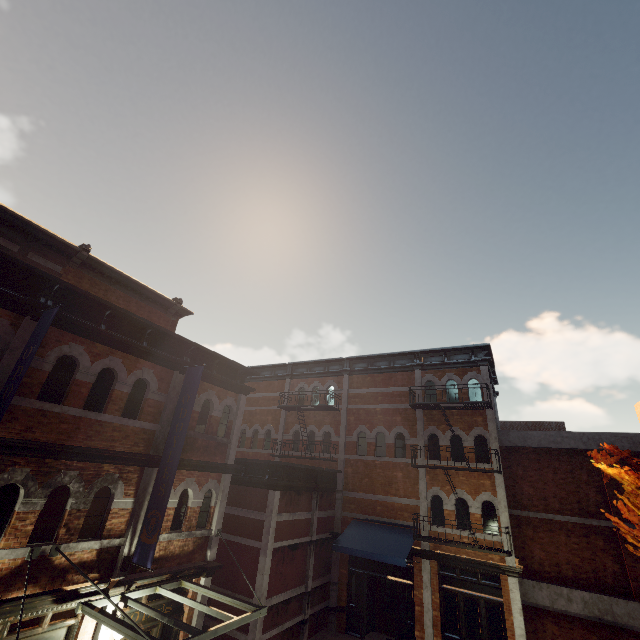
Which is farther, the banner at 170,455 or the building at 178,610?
→ the building at 178,610

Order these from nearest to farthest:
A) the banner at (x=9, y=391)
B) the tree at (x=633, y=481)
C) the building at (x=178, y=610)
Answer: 1. the banner at (x=9, y=391)
2. the tree at (x=633, y=481)
3. the building at (x=178, y=610)

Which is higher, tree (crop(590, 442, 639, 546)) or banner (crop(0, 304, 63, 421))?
banner (crop(0, 304, 63, 421))

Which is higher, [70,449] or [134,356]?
[134,356]

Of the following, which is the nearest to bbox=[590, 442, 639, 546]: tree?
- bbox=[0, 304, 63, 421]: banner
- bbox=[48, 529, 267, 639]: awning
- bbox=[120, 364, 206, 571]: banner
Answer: bbox=[48, 529, 267, 639]: awning

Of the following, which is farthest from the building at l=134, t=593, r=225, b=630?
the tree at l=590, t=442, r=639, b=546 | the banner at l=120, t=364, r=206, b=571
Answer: the tree at l=590, t=442, r=639, b=546

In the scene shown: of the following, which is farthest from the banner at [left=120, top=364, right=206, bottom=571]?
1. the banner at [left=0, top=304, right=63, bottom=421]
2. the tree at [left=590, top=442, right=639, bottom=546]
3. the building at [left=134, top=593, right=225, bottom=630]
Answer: the tree at [left=590, top=442, right=639, bottom=546]

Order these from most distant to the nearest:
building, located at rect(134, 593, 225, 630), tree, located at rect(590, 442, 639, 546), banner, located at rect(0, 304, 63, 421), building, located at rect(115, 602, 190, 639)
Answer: building, located at rect(134, 593, 225, 630) < building, located at rect(115, 602, 190, 639) < tree, located at rect(590, 442, 639, 546) < banner, located at rect(0, 304, 63, 421)
